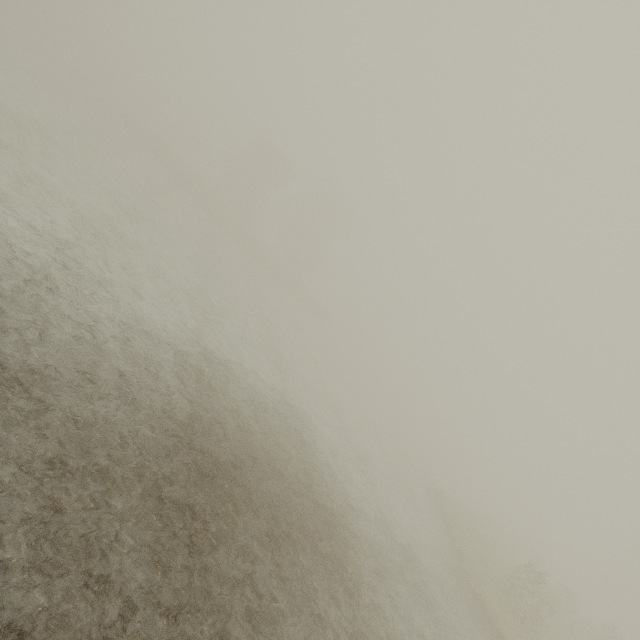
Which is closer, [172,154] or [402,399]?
[172,154]
